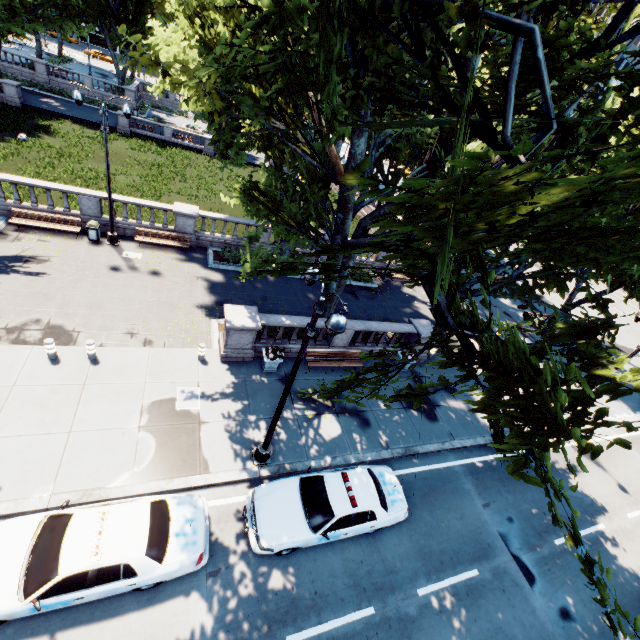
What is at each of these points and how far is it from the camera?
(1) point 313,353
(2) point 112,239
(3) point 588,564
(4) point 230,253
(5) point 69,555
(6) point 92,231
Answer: (1) bench, 15.23m
(2) light, 18.17m
(3) tree, 3.86m
(4) bush, 20.94m
(5) vehicle, 6.89m
(6) garbage can, 17.66m

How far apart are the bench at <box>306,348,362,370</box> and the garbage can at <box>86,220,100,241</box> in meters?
13.5

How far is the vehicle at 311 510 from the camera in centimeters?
901cm

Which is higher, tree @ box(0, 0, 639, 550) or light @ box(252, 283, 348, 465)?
tree @ box(0, 0, 639, 550)

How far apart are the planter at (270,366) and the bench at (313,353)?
1.3 meters

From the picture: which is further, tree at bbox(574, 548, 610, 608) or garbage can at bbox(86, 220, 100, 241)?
garbage can at bbox(86, 220, 100, 241)

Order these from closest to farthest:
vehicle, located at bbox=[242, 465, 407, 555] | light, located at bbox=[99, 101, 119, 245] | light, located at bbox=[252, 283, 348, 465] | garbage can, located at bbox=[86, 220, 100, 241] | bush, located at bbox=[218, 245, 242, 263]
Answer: light, located at bbox=[252, 283, 348, 465], vehicle, located at bbox=[242, 465, 407, 555], light, located at bbox=[99, 101, 119, 245], garbage can, located at bbox=[86, 220, 100, 241], bush, located at bbox=[218, 245, 242, 263]

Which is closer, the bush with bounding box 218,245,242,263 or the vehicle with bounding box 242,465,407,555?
the vehicle with bounding box 242,465,407,555
